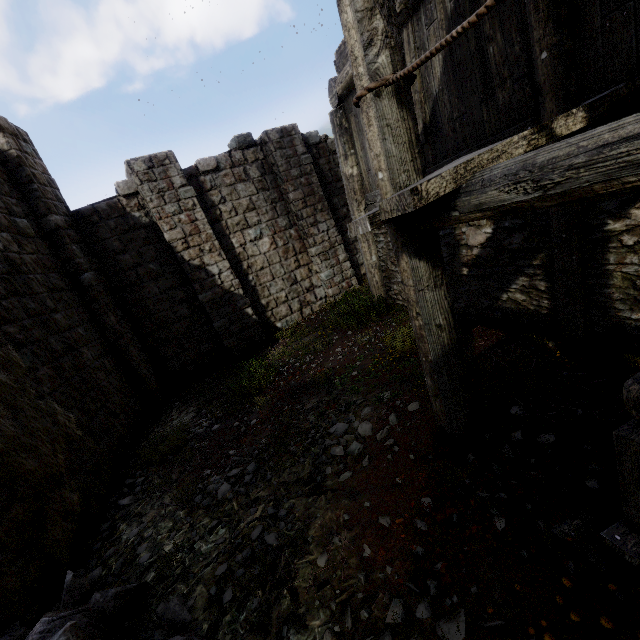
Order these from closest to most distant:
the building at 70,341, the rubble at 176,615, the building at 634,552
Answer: the building at 634,552 → the building at 70,341 → the rubble at 176,615

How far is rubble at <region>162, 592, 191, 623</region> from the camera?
2.9m

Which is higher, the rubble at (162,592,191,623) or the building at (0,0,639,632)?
the building at (0,0,639,632)

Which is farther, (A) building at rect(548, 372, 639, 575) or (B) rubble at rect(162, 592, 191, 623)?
(B) rubble at rect(162, 592, 191, 623)

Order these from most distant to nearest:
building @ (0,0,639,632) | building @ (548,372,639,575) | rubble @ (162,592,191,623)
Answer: rubble @ (162,592,191,623)
building @ (0,0,639,632)
building @ (548,372,639,575)

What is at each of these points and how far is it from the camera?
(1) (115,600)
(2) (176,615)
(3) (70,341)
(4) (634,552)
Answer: (1) rubble, 3.08m
(2) rubble, 2.95m
(3) building, 6.52m
(4) building, 1.82m

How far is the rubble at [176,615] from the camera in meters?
2.9 m
